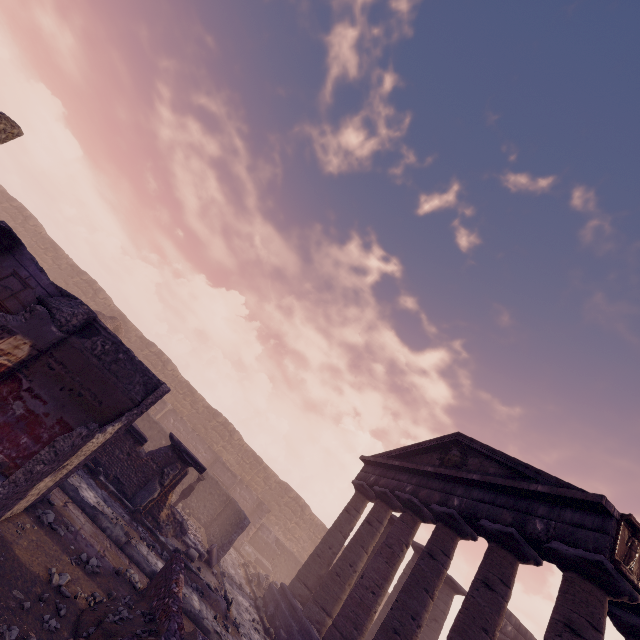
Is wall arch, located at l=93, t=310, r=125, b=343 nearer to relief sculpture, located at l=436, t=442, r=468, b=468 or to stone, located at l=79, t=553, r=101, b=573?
stone, located at l=79, t=553, r=101, b=573

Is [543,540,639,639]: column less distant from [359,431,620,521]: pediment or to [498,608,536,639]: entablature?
[498,608,536,639]: entablature

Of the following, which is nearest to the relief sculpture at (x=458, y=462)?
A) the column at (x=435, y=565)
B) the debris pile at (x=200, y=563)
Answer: the column at (x=435, y=565)

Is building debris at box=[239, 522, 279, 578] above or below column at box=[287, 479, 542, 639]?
below

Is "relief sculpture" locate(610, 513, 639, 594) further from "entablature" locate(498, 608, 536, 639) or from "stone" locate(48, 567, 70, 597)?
"stone" locate(48, 567, 70, 597)

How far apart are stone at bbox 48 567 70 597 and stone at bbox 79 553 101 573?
0.4m

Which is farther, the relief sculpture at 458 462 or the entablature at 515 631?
the entablature at 515 631

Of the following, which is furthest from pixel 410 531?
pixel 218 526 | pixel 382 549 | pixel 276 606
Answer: pixel 218 526
